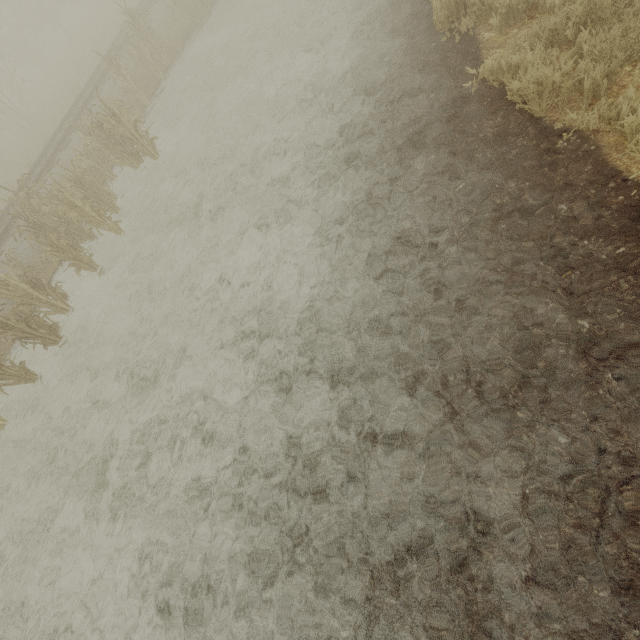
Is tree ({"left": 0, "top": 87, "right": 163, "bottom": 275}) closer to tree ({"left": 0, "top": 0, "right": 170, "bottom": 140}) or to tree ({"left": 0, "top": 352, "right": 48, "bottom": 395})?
tree ({"left": 0, "top": 0, "right": 170, "bottom": 140})

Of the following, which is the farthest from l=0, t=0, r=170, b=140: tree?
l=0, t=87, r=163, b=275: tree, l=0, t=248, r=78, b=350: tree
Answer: l=0, t=248, r=78, b=350: tree

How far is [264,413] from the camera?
3.98m

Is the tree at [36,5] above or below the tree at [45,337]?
above

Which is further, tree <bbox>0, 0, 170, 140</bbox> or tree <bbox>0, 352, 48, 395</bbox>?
tree <bbox>0, 0, 170, 140</bbox>

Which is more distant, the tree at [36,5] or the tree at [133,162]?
the tree at [36,5]

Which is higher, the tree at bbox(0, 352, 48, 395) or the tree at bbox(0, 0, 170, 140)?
the tree at bbox(0, 0, 170, 140)
